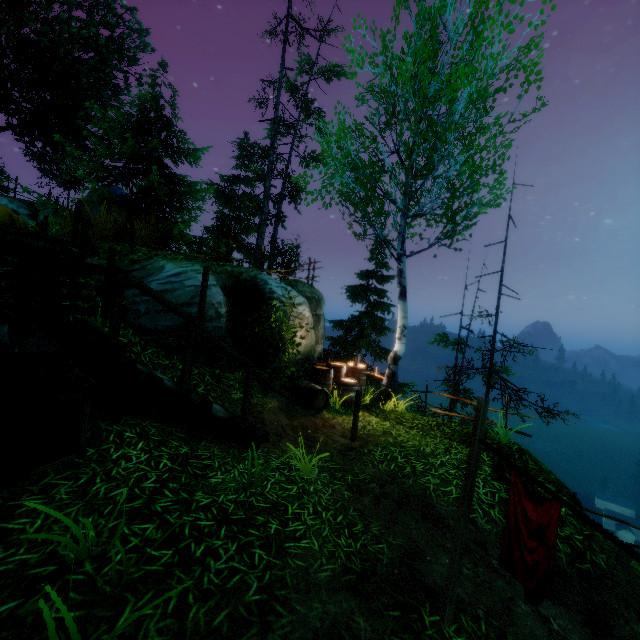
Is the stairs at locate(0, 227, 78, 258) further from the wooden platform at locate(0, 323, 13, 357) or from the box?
the box

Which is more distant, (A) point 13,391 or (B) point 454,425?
(B) point 454,425

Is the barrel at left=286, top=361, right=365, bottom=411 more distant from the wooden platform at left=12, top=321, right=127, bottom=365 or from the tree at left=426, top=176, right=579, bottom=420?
the wooden platform at left=12, top=321, right=127, bottom=365

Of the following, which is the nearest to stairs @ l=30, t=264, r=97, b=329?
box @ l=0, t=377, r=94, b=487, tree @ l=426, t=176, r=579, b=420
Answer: box @ l=0, t=377, r=94, b=487

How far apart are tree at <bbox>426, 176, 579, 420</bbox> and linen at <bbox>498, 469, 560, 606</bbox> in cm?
910

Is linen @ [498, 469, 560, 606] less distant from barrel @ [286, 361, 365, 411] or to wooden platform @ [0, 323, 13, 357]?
wooden platform @ [0, 323, 13, 357]

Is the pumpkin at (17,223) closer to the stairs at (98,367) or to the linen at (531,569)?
the stairs at (98,367)

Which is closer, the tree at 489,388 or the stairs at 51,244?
the stairs at 51,244
